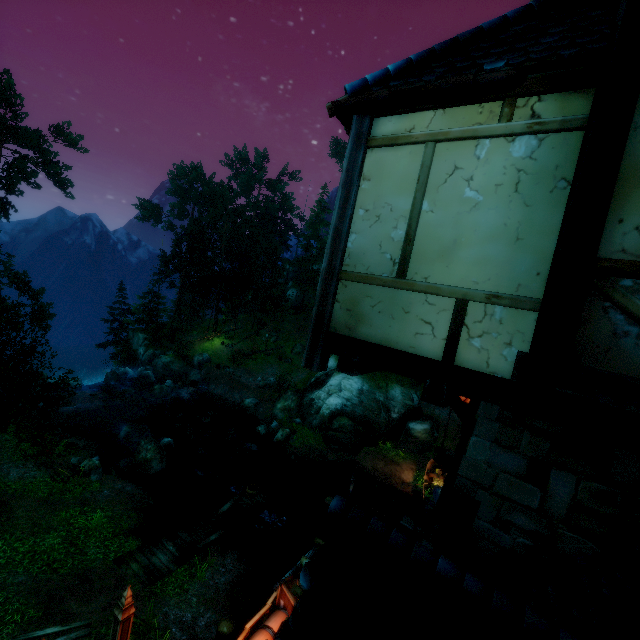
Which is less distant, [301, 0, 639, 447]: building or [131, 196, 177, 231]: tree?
[301, 0, 639, 447]: building

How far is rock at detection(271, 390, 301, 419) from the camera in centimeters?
2781cm

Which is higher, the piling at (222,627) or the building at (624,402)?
the building at (624,402)

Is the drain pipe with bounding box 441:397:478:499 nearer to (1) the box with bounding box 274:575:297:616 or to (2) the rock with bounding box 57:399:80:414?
(1) the box with bounding box 274:575:297:616

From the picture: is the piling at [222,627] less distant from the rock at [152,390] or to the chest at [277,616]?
the chest at [277,616]

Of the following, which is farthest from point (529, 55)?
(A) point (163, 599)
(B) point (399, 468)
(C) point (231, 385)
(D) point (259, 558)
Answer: (C) point (231, 385)

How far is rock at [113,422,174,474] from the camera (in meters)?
18.03

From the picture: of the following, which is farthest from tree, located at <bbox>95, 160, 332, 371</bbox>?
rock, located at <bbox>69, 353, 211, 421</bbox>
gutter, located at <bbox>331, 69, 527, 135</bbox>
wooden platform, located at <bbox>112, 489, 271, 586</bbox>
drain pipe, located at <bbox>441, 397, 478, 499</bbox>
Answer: gutter, located at <bbox>331, 69, 527, 135</bbox>
